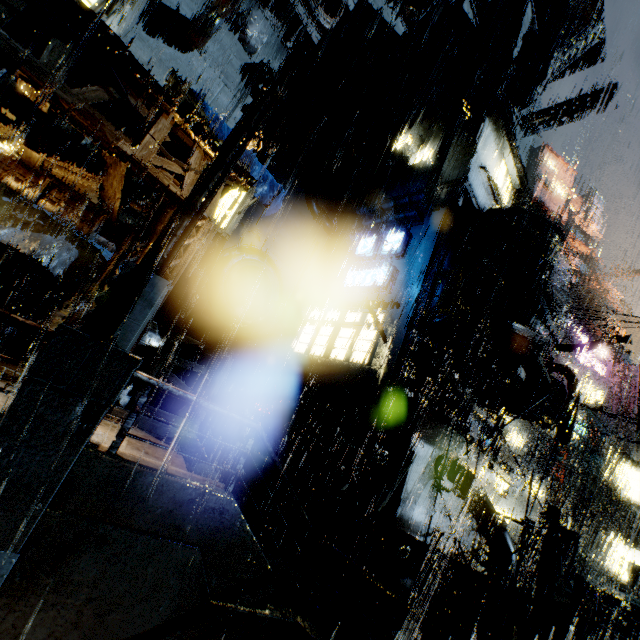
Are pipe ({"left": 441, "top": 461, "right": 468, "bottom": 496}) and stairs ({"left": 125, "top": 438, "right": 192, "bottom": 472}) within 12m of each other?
yes

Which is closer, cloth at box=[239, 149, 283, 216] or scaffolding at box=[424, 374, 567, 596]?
scaffolding at box=[424, 374, 567, 596]

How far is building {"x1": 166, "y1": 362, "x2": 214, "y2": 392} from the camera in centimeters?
1710cm

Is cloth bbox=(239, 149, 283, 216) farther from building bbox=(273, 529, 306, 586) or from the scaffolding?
the scaffolding

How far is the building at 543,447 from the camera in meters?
29.2

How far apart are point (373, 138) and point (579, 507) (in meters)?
33.50

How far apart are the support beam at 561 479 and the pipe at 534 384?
17.89m

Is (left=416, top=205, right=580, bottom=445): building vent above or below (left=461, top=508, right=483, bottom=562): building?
above
